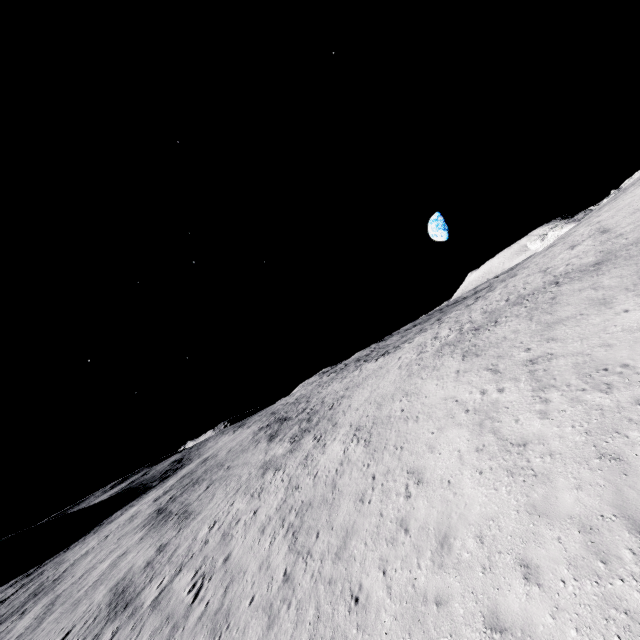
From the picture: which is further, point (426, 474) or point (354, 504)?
point (354, 504)
